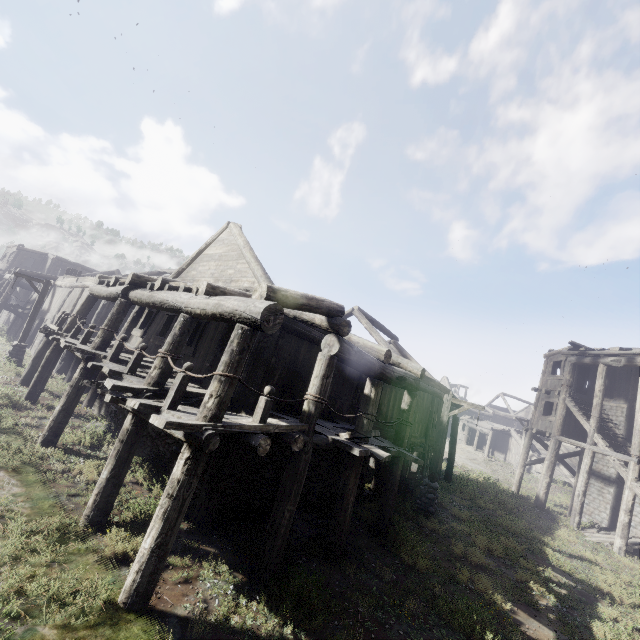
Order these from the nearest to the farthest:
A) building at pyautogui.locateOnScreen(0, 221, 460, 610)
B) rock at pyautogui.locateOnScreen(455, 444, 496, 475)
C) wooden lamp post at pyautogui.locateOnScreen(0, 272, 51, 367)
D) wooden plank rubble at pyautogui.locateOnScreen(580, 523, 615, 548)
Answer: building at pyautogui.locateOnScreen(0, 221, 460, 610) < wooden plank rubble at pyautogui.locateOnScreen(580, 523, 615, 548) < wooden lamp post at pyautogui.locateOnScreen(0, 272, 51, 367) < rock at pyautogui.locateOnScreen(455, 444, 496, 475)

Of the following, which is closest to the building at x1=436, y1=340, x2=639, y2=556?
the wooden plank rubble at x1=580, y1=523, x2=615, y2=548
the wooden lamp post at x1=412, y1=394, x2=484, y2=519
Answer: the wooden plank rubble at x1=580, y1=523, x2=615, y2=548

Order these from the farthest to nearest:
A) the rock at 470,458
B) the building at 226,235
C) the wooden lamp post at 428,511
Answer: the rock at 470,458 → the wooden lamp post at 428,511 → the building at 226,235

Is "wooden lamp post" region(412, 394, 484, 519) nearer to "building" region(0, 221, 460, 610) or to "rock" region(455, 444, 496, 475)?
"building" region(0, 221, 460, 610)

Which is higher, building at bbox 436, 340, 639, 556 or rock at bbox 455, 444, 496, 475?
building at bbox 436, 340, 639, 556

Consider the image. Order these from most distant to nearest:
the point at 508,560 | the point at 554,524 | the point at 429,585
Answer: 1. the point at 554,524
2. the point at 508,560
3. the point at 429,585

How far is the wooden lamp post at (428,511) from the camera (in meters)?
12.59
